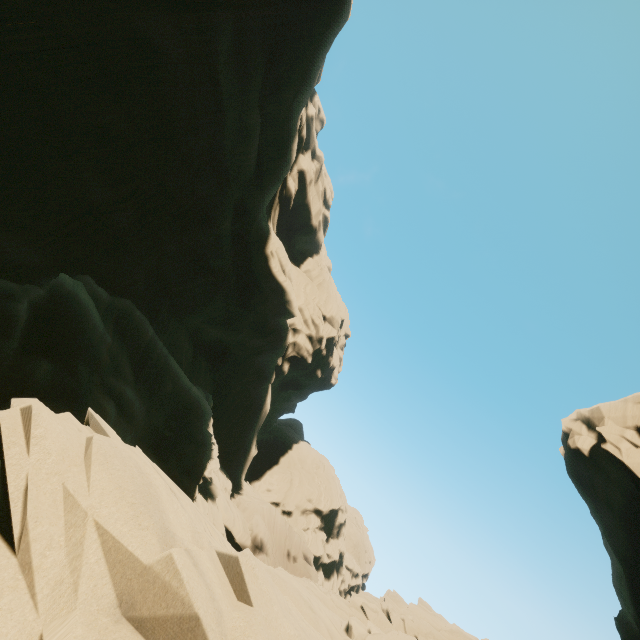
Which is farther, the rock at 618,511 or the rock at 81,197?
the rock at 618,511

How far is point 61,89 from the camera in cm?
1186

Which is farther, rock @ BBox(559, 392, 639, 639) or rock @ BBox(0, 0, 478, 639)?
rock @ BBox(559, 392, 639, 639)
